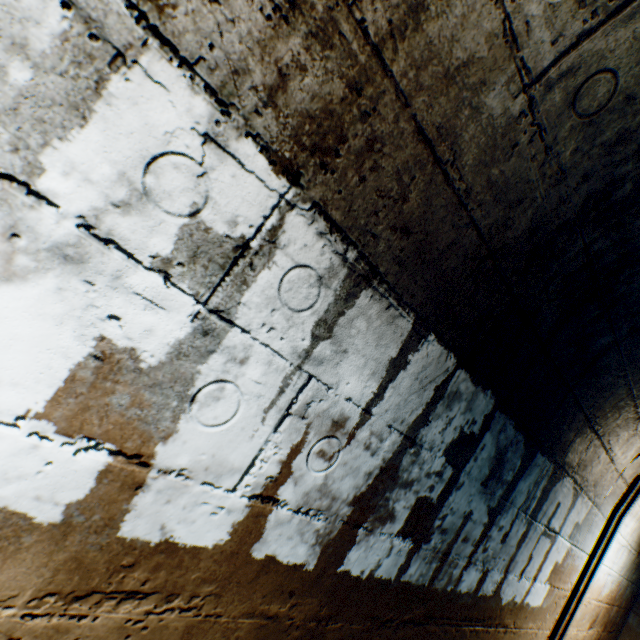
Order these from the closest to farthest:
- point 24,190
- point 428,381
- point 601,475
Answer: point 24,190 < point 428,381 < point 601,475
